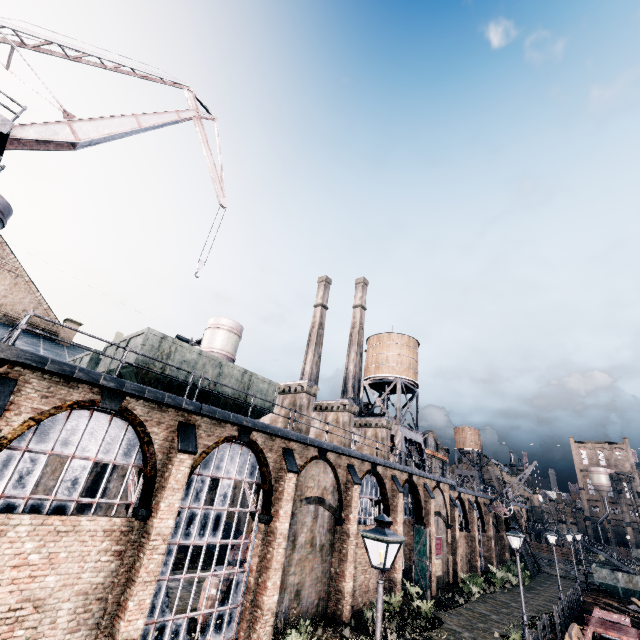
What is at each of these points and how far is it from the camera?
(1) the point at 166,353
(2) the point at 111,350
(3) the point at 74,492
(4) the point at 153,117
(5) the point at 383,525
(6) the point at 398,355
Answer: (1) rail car container, 14.22m
(2) rail car container, 16.02m
(3) building, 10.36m
(4) crane, 25.86m
(5) street light, 7.54m
(6) water tower, 40.25m

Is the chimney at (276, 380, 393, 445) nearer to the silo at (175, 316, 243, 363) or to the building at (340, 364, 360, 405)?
the silo at (175, 316, 243, 363)

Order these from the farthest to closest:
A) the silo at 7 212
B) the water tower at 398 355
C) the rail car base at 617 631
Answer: the water tower at 398 355
the silo at 7 212
the rail car base at 617 631

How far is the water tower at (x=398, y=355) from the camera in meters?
37.1

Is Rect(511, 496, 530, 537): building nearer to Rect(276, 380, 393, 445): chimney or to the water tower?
the water tower

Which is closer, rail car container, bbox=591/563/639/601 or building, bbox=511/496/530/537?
rail car container, bbox=591/563/639/601

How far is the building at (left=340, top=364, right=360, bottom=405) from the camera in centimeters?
5804cm

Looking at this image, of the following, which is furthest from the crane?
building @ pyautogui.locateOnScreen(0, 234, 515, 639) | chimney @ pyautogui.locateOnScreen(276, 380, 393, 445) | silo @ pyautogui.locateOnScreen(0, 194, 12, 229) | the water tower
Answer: the water tower
